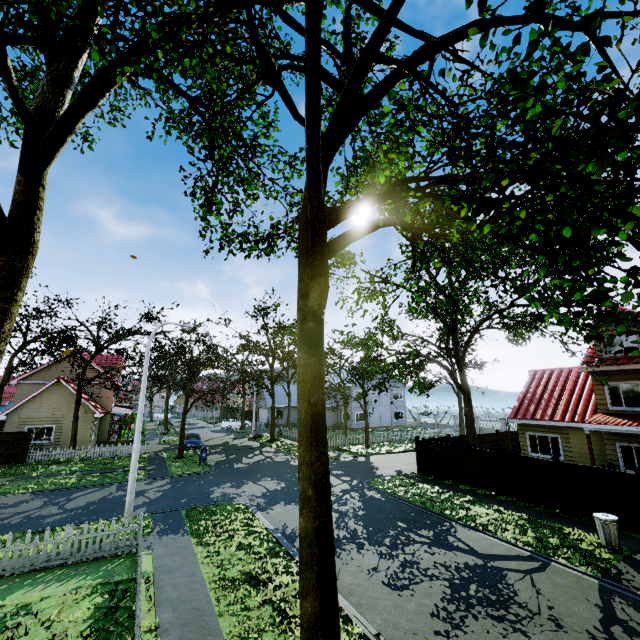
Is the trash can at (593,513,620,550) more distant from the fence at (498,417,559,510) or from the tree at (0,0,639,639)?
the tree at (0,0,639,639)

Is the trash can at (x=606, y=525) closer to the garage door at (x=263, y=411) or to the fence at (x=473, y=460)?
the fence at (x=473, y=460)

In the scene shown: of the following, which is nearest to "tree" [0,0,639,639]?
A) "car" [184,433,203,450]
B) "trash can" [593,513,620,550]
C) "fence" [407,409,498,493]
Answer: "fence" [407,409,498,493]

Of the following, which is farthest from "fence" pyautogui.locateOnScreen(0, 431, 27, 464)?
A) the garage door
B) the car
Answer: the garage door

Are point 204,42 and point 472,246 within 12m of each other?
yes

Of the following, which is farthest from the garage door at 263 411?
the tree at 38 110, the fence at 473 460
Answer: the fence at 473 460

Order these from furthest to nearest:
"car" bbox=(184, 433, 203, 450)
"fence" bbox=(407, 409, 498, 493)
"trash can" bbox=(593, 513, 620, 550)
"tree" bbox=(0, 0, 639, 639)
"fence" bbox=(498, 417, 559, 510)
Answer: "car" bbox=(184, 433, 203, 450) → "fence" bbox=(407, 409, 498, 493) → "fence" bbox=(498, 417, 559, 510) → "trash can" bbox=(593, 513, 620, 550) → "tree" bbox=(0, 0, 639, 639)

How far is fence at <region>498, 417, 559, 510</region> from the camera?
14.4m
